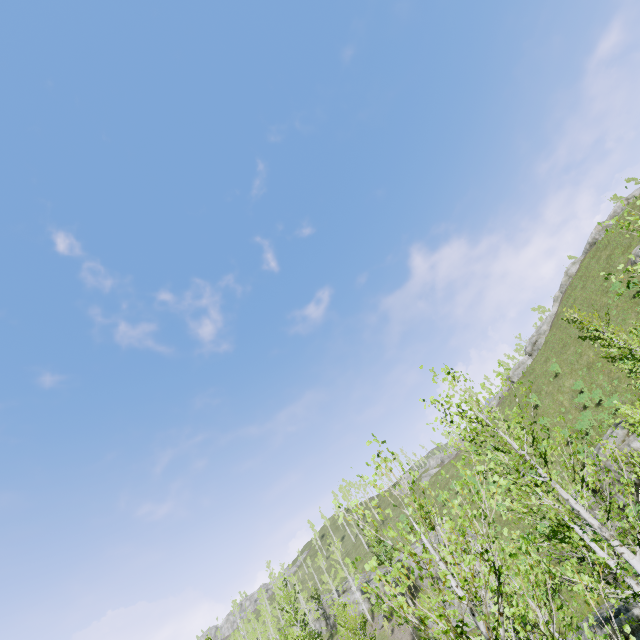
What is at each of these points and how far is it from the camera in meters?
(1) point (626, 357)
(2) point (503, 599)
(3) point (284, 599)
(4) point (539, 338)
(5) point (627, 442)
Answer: (1) instancedfoliageactor, 19.6 m
(2) instancedfoliageactor, 18.7 m
(3) instancedfoliageactor, 32.2 m
(4) rock, 53.2 m
(5) rock, 21.8 m

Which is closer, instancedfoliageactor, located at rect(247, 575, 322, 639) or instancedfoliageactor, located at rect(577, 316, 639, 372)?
instancedfoliageactor, located at rect(577, 316, 639, 372)

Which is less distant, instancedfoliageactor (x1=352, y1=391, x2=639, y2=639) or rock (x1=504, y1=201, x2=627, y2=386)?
instancedfoliageactor (x1=352, y1=391, x2=639, y2=639)

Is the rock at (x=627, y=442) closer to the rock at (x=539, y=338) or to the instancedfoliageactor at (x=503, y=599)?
the instancedfoliageactor at (x=503, y=599)

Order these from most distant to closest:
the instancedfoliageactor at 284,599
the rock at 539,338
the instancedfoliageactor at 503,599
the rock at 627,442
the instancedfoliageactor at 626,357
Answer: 1. the rock at 539,338
2. the instancedfoliageactor at 284,599
3. the rock at 627,442
4. the instancedfoliageactor at 626,357
5. the instancedfoliageactor at 503,599

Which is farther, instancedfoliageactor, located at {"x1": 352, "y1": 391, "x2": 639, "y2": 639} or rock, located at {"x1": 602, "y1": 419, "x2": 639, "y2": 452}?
rock, located at {"x1": 602, "y1": 419, "x2": 639, "y2": 452}

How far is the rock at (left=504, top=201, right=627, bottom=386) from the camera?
48.9m

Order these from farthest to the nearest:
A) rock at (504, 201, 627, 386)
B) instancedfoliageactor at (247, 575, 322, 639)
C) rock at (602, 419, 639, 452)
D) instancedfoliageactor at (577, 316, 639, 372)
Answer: rock at (504, 201, 627, 386) < instancedfoliageactor at (247, 575, 322, 639) < rock at (602, 419, 639, 452) < instancedfoliageactor at (577, 316, 639, 372)
